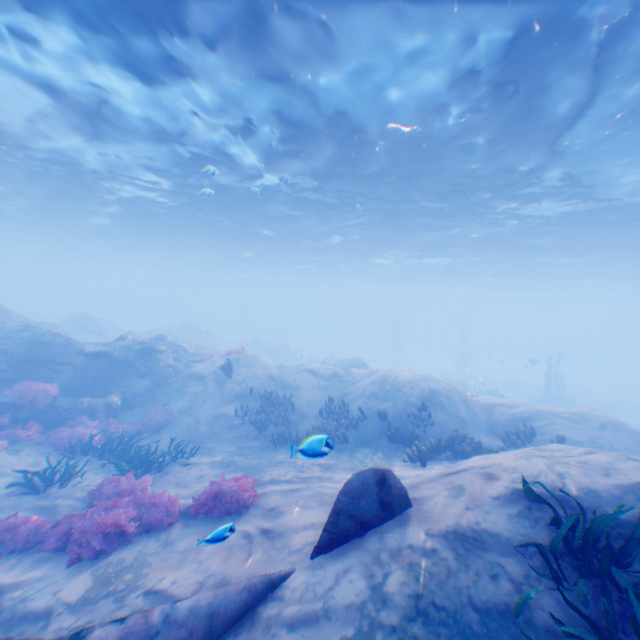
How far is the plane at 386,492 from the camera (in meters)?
4.99

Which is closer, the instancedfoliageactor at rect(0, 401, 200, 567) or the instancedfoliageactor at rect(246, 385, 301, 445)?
the instancedfoliageactor at rect(0, 401, 200, 567)

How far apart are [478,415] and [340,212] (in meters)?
14.76

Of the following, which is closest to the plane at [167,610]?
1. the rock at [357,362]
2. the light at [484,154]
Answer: the light at [484,154]

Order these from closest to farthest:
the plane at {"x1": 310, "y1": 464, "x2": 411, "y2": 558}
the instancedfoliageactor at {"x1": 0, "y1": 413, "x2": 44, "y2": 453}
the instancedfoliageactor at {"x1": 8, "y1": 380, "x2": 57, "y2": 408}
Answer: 1. the plane at {"x1": 310, "y1": 464, "x2": 411, "y2": 558}
2. the instancedfoliageactor at {"x1": 0, "y1": 413, "x2": 44, "y2": 453}
3. the instancedfoliageactor at {"x1": 8, "y1": 380, "x2": 57, "y2": 408}

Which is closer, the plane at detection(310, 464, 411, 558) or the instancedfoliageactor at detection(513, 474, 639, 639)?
the instancedfoliageactor at detection(513, 474, 639, 639)

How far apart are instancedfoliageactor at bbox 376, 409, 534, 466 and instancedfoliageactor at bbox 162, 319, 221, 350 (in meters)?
31.66

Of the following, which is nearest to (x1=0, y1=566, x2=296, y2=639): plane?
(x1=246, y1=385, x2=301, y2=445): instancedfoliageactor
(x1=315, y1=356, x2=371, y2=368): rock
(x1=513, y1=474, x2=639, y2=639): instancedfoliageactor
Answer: (x1=513, y1=474, x2=639, y2=639): instancedfoliageactor
